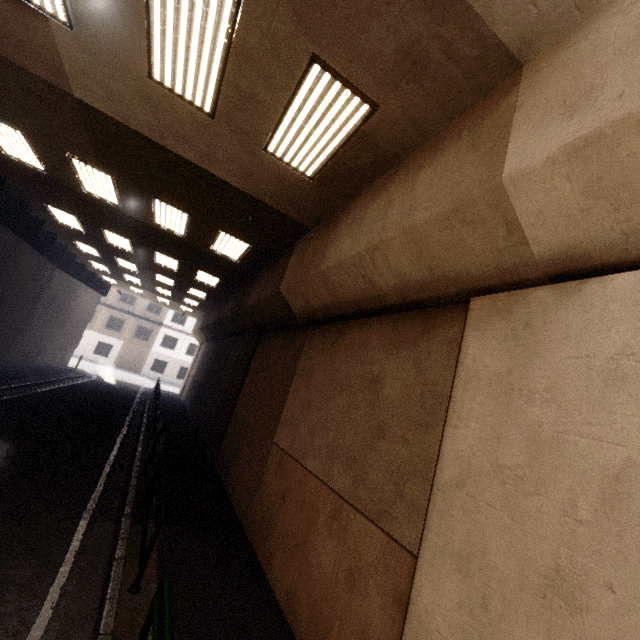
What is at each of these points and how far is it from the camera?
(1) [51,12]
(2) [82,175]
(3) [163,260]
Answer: (1) fluorescent light, 4.23m
(2) fluorescent light, 8.55m
(3) fluorescent light, 14.15m

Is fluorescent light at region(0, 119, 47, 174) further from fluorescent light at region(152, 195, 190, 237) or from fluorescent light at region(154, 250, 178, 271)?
fluorescent light at region(154, 250, 178, 271)

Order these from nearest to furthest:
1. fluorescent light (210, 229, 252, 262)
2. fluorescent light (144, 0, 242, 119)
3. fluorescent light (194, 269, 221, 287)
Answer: fluorescent light (144, 0, 242, 119) < fluorescent light (210, 229, 252, 262) < fluorescent light (194, 269, 221, 287)

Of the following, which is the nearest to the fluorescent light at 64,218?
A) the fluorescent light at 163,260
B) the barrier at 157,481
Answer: the fluorescent light at 163,260

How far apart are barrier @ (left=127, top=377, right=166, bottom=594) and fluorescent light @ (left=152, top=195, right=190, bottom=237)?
6.1 meters

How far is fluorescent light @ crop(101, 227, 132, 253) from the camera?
12.6 meters

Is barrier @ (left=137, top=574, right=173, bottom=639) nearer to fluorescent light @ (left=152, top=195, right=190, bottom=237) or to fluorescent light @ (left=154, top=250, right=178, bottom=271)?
fluorescent light @ (left=152, top=195, right=190, bottom=237)

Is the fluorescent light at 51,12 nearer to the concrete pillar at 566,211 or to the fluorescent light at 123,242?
the concrete pillar at 566,211
